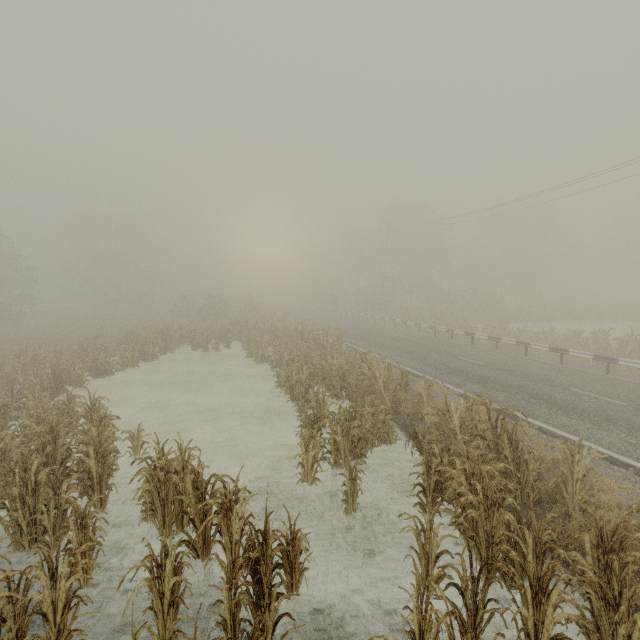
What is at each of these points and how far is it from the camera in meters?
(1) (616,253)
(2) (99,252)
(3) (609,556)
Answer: (1) tree, 57.8 m
(2) tree, 51.6 m
(3) tree, 3.9 m

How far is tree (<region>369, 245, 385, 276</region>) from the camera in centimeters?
5197cm

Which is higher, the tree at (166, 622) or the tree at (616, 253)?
the tree at (616, 253)

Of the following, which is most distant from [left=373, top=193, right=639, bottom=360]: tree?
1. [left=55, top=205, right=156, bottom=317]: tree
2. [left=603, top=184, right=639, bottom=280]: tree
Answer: [left=55, top=205, right=156, bottom=317]: tree

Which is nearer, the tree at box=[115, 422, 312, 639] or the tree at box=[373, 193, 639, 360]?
the tree at box=[115, 422, 312, 639]

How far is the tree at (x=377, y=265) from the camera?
52.0 meters

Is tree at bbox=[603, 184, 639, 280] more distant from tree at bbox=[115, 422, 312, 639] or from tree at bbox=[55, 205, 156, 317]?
tree at bbox=[55, 205, 156, 317]
